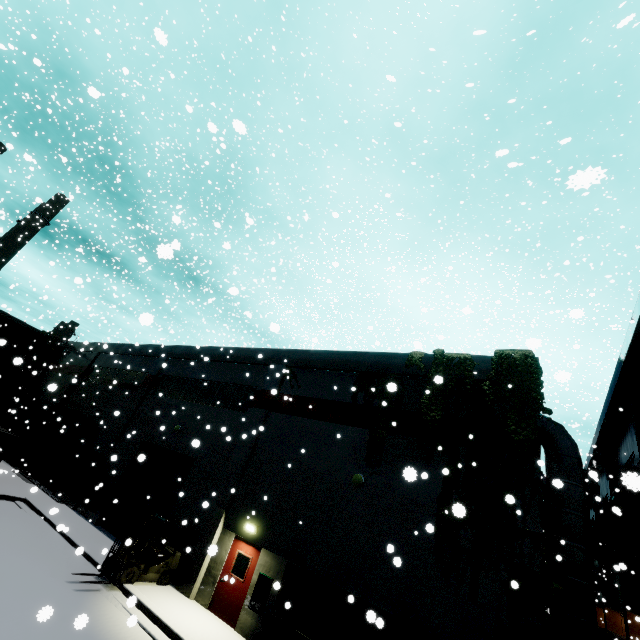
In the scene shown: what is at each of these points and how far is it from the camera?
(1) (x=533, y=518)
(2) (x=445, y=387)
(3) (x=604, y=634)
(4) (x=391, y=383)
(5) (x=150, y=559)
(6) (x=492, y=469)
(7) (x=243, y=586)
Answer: (1) building, 8.8 meters
(2) tree, 12.2 meters
(3) concrete pipe stack, 22.0 meters
(4) tree, 3.1 meters
(5) forklift, 12.2 meters
(6) building, 10.1 meters
(7) door, 11.6 meters

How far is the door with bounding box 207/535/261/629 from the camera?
11.3m

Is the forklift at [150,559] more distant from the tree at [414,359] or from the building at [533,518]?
the tree at [414,359]

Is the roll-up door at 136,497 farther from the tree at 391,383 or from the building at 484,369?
the tree at 391,383

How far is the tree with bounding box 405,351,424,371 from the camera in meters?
13.0 m

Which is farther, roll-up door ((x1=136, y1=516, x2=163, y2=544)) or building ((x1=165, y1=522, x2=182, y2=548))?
roll-up door ((x1=136, y1=516, x2=163, y2=544))

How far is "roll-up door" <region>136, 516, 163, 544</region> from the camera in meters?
15.2 m

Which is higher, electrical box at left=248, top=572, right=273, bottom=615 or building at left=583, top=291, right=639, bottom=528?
building at left=583, top=291, right=639, bottom=528
